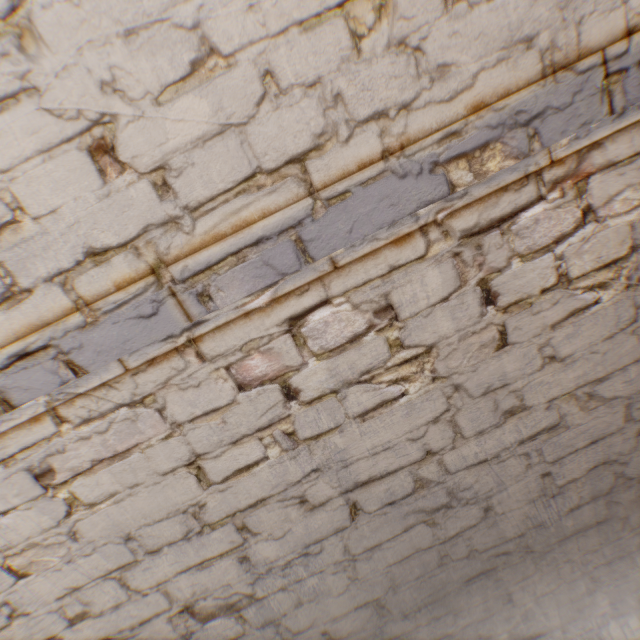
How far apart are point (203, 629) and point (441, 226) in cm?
177
